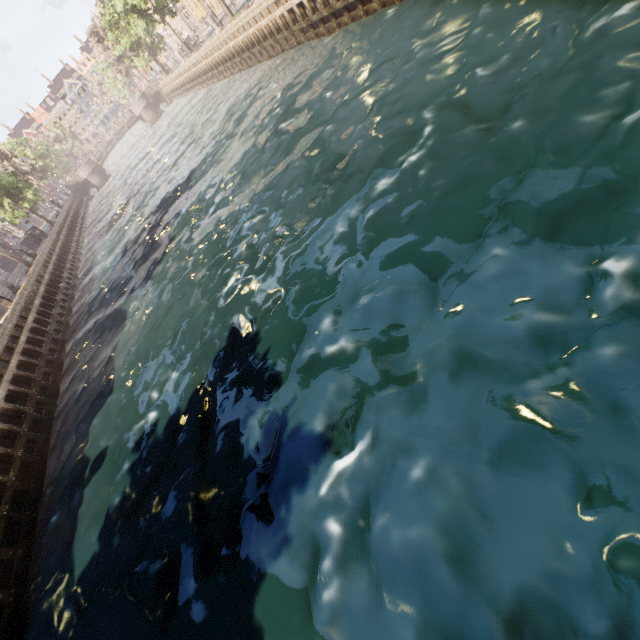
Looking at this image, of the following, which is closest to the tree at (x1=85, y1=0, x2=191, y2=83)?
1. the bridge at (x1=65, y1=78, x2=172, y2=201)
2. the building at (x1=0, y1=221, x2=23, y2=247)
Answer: the bridge at (x1=65, y1=78, x2=172, y2=201)

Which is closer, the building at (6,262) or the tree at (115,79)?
the tree at (115,79)

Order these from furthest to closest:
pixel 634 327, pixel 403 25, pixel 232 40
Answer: pixel 232 40 < pixel 403 25 < pixel 634 327

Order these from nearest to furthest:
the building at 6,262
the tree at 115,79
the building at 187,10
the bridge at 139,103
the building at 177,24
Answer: the tree at 115,79 < the building at 6,262 < the building at 187,10 < the bridge at 139,103 < the building at 177,24

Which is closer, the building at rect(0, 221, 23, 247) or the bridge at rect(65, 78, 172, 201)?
the building at rect(0, 221, 23, 247)

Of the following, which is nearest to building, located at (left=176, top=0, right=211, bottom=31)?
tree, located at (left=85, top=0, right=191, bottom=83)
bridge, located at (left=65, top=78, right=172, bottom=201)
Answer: tree, located at (left=85, top=0, right=191, bottom=83)

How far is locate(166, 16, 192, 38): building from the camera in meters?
52.6

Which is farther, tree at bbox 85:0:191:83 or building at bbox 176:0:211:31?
building at bbox 176:0:211:31
